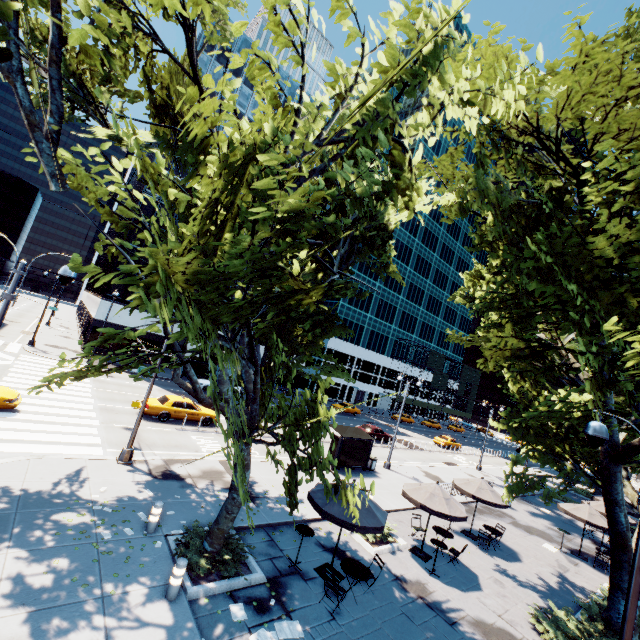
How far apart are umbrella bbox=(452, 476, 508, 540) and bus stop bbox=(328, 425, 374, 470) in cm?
566

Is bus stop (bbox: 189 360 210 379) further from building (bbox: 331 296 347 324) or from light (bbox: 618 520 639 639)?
light (bbox: 618 520 639 639)

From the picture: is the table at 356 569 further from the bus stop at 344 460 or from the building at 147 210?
the building at 147 210

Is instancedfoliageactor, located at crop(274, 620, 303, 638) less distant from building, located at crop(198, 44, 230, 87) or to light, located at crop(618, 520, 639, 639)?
light, located at crop(618, 520, 639, 639)

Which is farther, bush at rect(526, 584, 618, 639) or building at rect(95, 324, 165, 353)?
building at rect(95, 324, 165, 353)

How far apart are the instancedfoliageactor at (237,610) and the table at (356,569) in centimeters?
300cm

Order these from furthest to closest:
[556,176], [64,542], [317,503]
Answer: [556,176] < [317,503] < [64,542]

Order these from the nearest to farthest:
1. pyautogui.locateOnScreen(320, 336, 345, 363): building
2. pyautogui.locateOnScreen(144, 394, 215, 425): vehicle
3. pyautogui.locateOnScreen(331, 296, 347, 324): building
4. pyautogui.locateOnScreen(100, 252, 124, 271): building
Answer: pyautogui.locateOnScreen(144, 394, 215, 425): vehicle < pyautogui.locateOnScreen(100, 252, 124, 271): building < pyautogui.locateOnScreen(320, 336, 345, 363): building < pyautogui.locateOnScreen(331, 296, 347, 324): building
